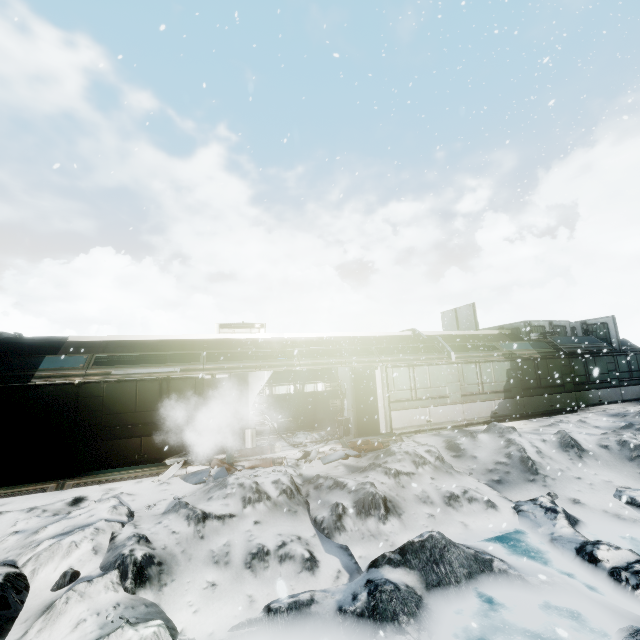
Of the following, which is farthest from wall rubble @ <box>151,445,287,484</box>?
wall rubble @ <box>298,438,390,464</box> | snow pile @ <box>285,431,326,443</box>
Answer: wall rubble @ <box>298,438,390,464</box>

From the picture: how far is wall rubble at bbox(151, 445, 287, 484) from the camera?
9.1m

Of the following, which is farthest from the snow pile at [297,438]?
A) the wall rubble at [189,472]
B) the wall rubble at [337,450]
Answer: the wall rubble at [337,450]

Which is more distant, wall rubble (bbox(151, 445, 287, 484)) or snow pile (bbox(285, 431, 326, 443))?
snow pile (bbox(285, 431, 326, 443))

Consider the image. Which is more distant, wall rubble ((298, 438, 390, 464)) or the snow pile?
the snow pile

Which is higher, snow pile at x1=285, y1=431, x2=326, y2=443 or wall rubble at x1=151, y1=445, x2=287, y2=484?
snow pile at x1=285, y1=431, x2=326, y2=443

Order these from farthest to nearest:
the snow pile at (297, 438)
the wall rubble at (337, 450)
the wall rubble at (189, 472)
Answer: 1. the snow pile at (297, 438)
2. the wall rubble at (337, 450)
3. the wall rubble at (189, 472)

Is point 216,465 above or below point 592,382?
below
